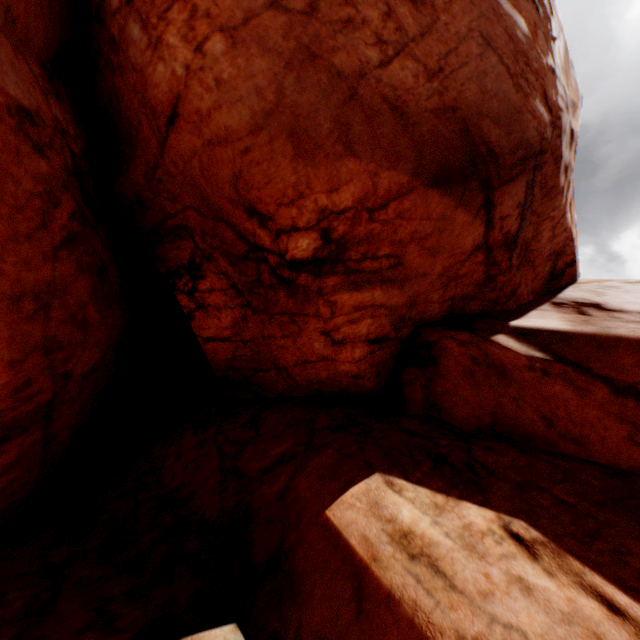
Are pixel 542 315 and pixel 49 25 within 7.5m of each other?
no
